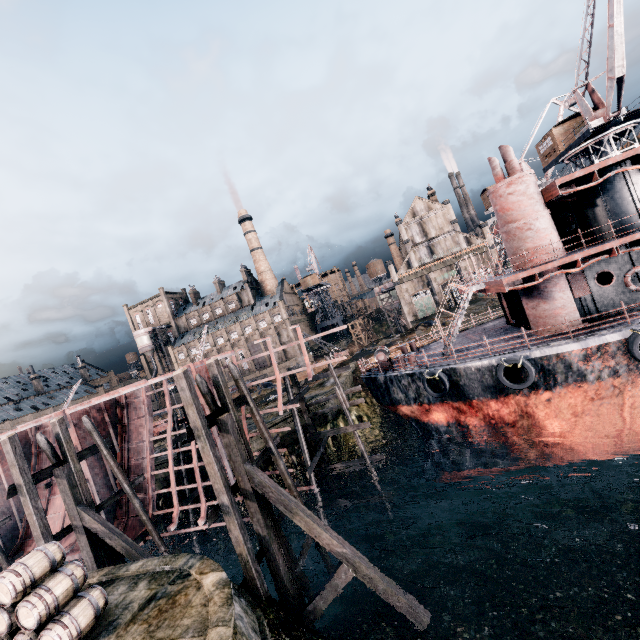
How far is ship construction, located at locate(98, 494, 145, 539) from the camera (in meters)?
20.08

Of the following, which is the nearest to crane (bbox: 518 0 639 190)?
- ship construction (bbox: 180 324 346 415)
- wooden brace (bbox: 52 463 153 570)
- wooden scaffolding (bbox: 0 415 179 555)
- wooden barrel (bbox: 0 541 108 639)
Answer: ship construction (bbox: 180 324 346 415)

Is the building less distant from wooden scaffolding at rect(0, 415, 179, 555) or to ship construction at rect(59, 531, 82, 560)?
ship construction at rect(59, 531, 82, 560)

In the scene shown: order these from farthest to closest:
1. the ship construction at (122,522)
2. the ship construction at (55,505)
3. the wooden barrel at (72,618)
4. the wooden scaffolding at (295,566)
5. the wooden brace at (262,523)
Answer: the ship construction at (55,505) < the ship construction at (122,522) < the wooden scaffolding at (295,566) < the wooden brace at (262,523) < the wooden barrel at (72,618)

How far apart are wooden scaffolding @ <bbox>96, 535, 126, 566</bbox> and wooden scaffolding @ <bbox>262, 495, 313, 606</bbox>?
8.3 meters

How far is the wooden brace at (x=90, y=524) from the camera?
14.8m

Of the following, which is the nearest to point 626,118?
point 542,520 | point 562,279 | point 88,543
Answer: point 562,279
